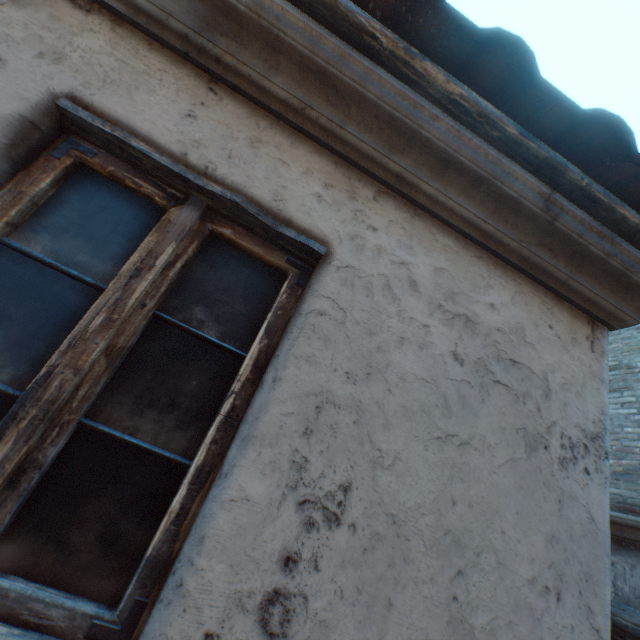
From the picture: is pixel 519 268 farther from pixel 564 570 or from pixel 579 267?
pixel 564 570
